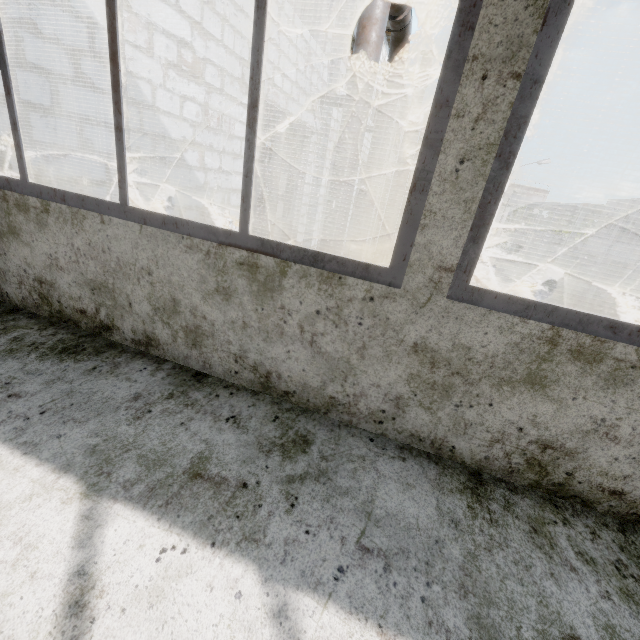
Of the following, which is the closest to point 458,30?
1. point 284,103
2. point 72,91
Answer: point 72,91

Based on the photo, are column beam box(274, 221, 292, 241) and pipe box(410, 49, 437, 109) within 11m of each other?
no

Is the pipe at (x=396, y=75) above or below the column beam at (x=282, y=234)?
above

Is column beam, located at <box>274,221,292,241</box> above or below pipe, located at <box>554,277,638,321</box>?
above

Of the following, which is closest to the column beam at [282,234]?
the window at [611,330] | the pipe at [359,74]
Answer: the pipe at [359,74]

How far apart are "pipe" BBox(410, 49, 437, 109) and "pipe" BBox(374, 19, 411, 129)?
8.76m

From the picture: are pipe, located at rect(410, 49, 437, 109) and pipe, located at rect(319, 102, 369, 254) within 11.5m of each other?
no

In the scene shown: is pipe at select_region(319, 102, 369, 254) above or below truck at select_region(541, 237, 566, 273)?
above
